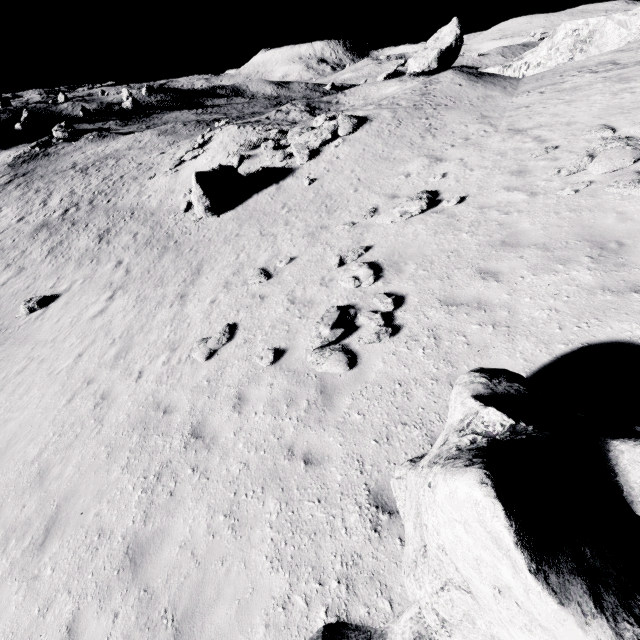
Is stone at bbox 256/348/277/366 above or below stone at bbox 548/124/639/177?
below

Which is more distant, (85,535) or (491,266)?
(491,266)

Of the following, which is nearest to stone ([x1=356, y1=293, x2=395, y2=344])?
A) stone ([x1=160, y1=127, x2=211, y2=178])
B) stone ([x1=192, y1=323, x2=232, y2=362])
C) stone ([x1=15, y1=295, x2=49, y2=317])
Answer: stone ([x1=192, y1=323, x2=232, y2=362])

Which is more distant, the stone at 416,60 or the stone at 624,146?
the stone at 416,60

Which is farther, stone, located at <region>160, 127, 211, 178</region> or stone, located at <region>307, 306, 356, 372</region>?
stone, located at <region>160, 127, 211, 178</region>

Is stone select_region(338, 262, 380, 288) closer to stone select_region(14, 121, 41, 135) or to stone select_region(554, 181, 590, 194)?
stone select_region(554, 181, 590, 194)

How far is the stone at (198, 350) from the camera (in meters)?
8.69

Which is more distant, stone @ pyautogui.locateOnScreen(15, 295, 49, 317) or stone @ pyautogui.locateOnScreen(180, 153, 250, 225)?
stone @ pyautogui.locateOnScreen(180, 153, 250, 225)
